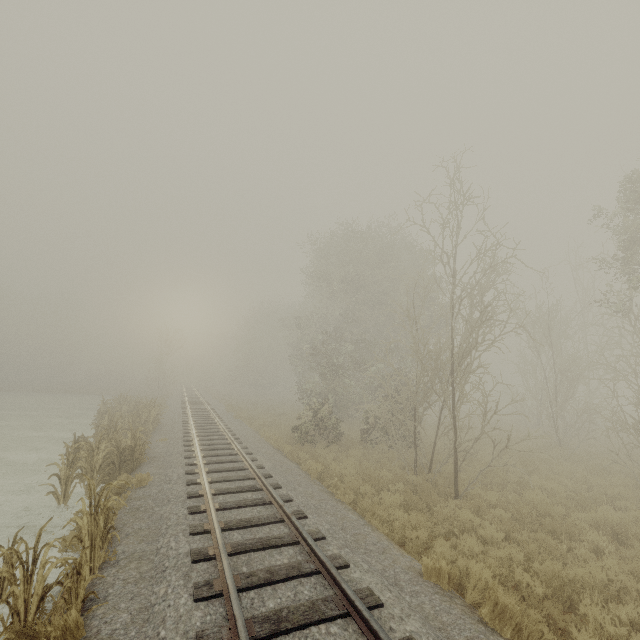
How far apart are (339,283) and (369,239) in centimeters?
648cm
